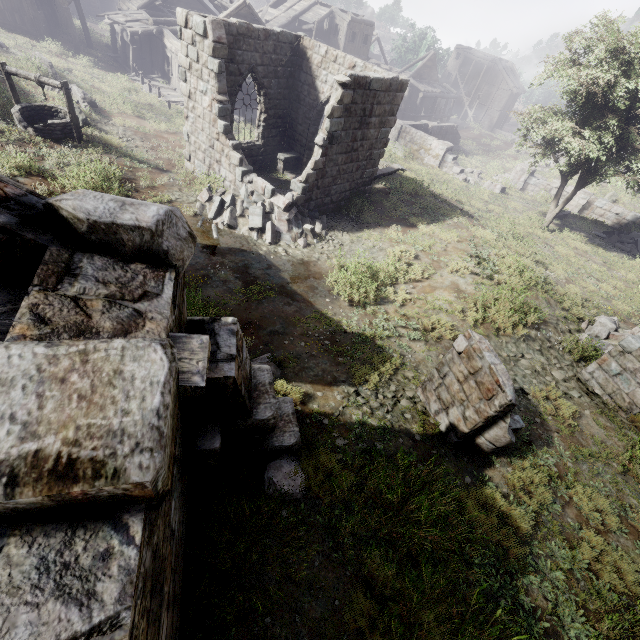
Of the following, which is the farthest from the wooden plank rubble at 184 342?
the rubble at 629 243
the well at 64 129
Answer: the rubble at 629 243

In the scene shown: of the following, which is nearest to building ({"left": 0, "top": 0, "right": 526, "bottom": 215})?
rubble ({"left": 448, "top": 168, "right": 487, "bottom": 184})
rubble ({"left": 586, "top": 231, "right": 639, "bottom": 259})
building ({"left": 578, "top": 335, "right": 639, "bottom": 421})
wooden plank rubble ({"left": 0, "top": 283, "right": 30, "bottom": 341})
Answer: wooden plank rubble ({"left": 0, "top": 283, "right": 30, "bottom": 341})

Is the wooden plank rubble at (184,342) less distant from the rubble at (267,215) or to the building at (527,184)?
the rubble at (267,215)

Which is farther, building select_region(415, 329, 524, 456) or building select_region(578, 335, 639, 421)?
building select_region(578, 335, 639, 421)

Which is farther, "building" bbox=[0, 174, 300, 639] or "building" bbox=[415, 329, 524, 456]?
"building" bbox=[415, 329, 524, 456]

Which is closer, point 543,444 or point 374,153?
point 543,444

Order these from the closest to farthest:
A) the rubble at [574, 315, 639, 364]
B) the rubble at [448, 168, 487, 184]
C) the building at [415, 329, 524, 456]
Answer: the building at [415, 329, 524, 456] < the rubble at [574, 315, 639, 364] < the rubble at [448, 168, 487, 184]

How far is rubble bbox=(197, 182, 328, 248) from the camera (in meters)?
10.95
